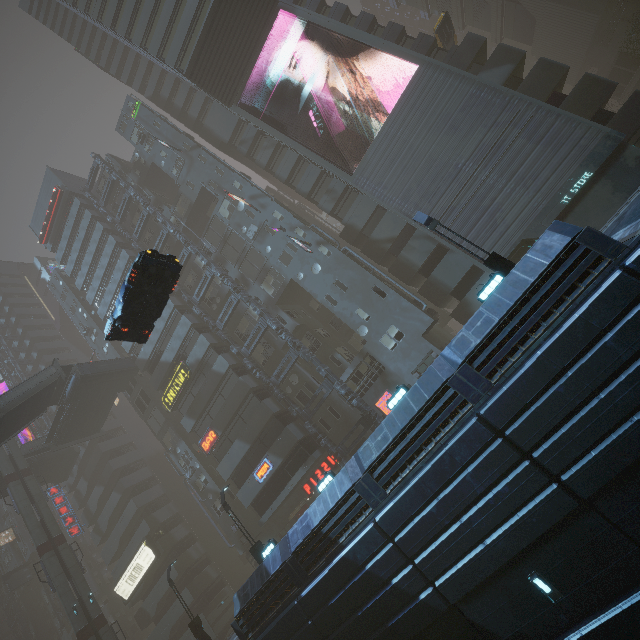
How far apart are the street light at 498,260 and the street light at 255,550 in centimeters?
1970cm

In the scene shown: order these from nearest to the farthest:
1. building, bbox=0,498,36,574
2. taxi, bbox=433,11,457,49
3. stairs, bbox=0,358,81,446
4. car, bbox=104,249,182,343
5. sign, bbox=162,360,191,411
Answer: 1. car, bbox=104,249,182,343
2. stairs, bbox=0,358,81,446
3. taxi, bbox=433,11,457,49
4. sign, bbox=162,360,191,411
5. building, bbox=0,498,36,574

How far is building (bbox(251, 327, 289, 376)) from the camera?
29.75m

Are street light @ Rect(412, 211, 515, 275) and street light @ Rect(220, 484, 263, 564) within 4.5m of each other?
no

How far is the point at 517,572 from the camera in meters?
10.5 m

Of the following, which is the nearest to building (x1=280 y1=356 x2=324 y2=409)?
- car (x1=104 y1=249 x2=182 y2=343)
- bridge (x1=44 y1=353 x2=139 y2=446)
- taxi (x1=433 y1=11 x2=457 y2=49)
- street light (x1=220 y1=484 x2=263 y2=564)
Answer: bridge (x1=44 y1=353 x2=139 y2=446)

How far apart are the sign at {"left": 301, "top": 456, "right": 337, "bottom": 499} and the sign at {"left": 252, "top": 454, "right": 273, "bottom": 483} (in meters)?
3.70

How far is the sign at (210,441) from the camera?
29.70m
